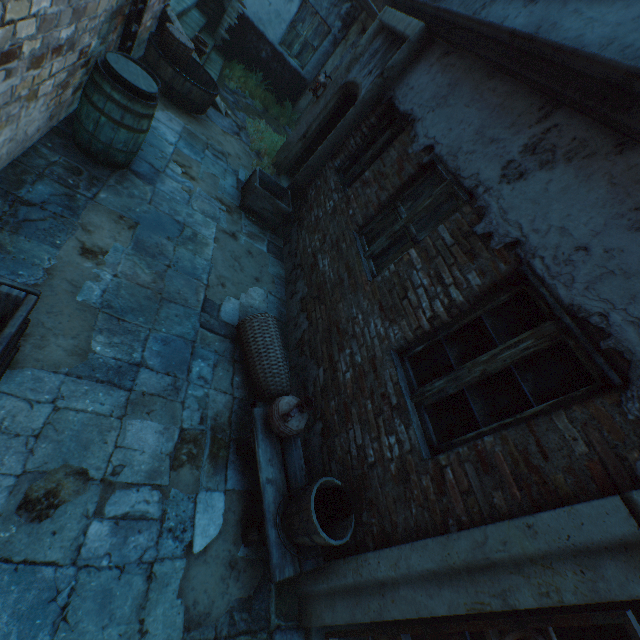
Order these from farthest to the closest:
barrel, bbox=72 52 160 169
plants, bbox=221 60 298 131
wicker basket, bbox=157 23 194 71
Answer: plants, bbox=221 60 298 131, wicker basket, bbox=157 23 194 71, barrel, bbox=72 52 160 169

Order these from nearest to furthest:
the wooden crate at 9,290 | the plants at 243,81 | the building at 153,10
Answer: the wooden crate at 9,290, the building at 153,10, the plants at 243,81

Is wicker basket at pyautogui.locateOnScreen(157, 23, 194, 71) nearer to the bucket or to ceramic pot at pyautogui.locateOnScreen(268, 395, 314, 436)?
ceramic pot at pyautogui.locateOnScreen(268, 395, 314, 436)

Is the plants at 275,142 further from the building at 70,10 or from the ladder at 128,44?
the ladder at 128,44

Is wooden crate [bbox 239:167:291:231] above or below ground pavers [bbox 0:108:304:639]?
above

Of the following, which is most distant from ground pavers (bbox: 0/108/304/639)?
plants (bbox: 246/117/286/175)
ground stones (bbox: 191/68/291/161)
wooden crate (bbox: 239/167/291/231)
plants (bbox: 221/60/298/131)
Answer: plants (bbox: 221/60/298/131)

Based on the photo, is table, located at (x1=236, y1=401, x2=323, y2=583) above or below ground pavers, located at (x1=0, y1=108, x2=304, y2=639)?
above

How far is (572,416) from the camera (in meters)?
1.84
